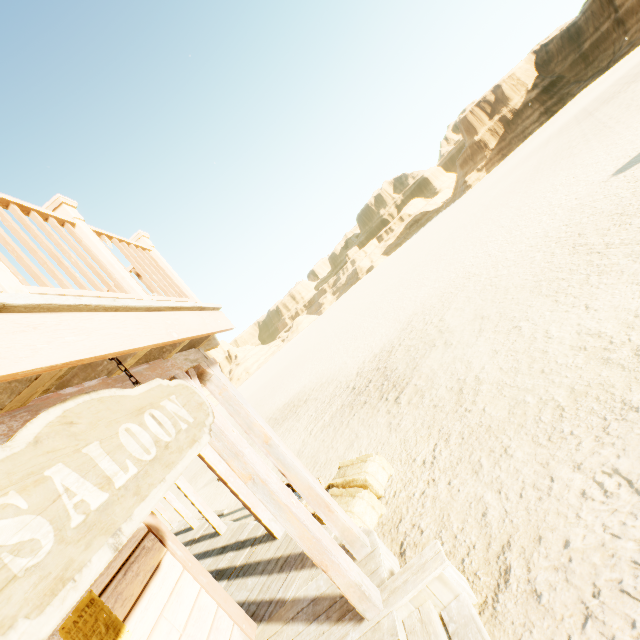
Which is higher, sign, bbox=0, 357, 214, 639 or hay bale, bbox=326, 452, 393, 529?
sign, bbox=0, 357, 214, 639

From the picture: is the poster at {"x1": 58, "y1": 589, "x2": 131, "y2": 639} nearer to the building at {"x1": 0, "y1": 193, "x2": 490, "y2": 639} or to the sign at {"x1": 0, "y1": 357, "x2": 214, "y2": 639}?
the building at {"x1": 0, "y1": 193, "x2": 490, "y2": 639}

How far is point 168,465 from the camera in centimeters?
147cm

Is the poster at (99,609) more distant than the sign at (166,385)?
Yes

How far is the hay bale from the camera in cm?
420

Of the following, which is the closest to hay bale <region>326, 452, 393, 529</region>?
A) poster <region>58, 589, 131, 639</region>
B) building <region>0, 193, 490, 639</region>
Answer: building <region>0, 193, 490, 639</region>

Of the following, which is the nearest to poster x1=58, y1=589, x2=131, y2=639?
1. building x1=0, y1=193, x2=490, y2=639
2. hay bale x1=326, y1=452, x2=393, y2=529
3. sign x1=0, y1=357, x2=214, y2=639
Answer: building x1=0, y1=193, x2=490, y2=639

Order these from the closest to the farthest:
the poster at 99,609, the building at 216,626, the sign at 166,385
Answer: the sign at 166,385, the building at 216,626, the poster at 99,609
